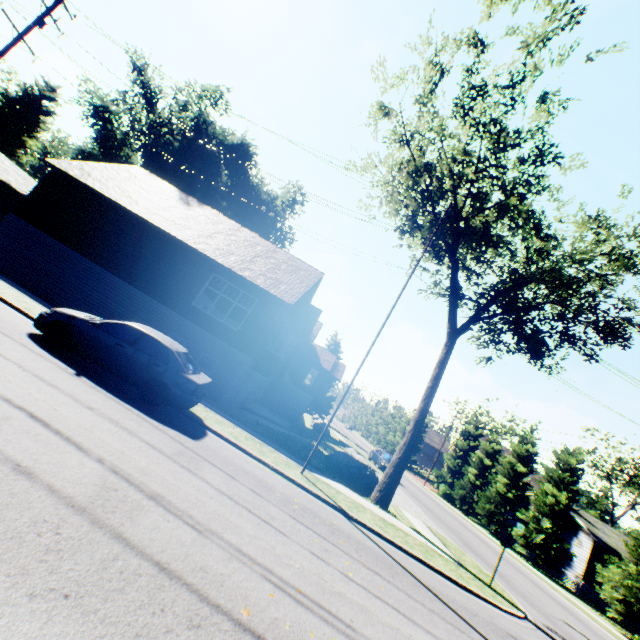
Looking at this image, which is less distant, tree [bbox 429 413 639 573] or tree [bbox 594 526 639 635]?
tree [bbox 594 526 639 635]

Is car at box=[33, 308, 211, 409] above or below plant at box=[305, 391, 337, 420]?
below

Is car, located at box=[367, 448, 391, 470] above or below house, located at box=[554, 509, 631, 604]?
below

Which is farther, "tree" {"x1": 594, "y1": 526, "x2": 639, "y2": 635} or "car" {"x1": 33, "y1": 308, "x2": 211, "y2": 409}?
"tree" {"x1": 594, "y1": 526, "x2": 639, "y2": 635}

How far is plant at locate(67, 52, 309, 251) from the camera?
36.9 meters

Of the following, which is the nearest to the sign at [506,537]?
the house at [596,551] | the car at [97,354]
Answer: the car at [97,354]

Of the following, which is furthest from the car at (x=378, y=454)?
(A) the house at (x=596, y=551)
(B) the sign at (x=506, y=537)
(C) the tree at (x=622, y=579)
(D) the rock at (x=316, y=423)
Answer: (B) the sign at (x=506, y=537)

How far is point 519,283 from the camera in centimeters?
1720cm
